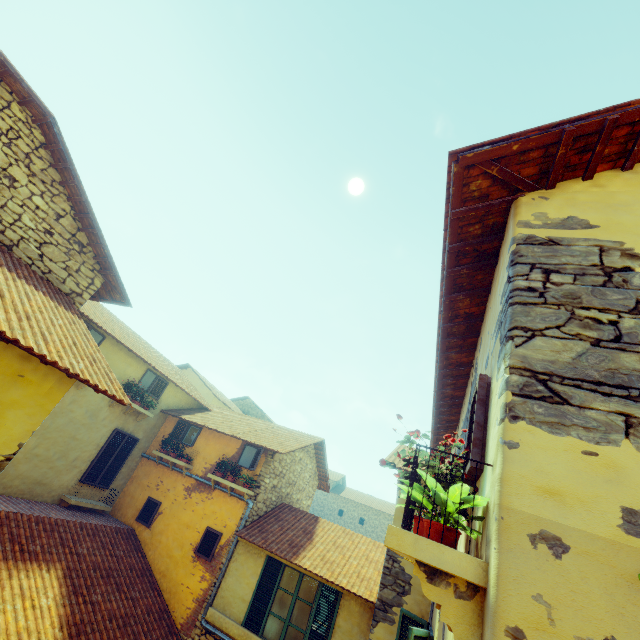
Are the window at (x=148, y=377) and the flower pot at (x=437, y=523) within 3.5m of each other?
no

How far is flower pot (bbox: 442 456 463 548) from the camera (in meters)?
1.79

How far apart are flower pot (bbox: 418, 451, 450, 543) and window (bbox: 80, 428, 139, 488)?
11.0 meters

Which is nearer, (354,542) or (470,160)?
(470,160)

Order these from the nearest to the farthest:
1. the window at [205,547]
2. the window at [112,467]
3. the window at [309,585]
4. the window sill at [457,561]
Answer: the window sill at [457,561] → the window at [309,585] → the window at [205,547] → the window at [112,467]

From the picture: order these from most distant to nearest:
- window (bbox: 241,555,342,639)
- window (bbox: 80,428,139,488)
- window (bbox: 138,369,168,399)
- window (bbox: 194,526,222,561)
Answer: window (bbox: 138,369,168,399) < window (bbox: 80,428,139,488) < window (bbox: 194,526,222,561) < window (bbox: 241,555,342,639)

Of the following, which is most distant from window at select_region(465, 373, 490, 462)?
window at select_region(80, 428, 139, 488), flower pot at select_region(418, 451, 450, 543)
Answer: window at select_region(80, 428, 139, 488)
